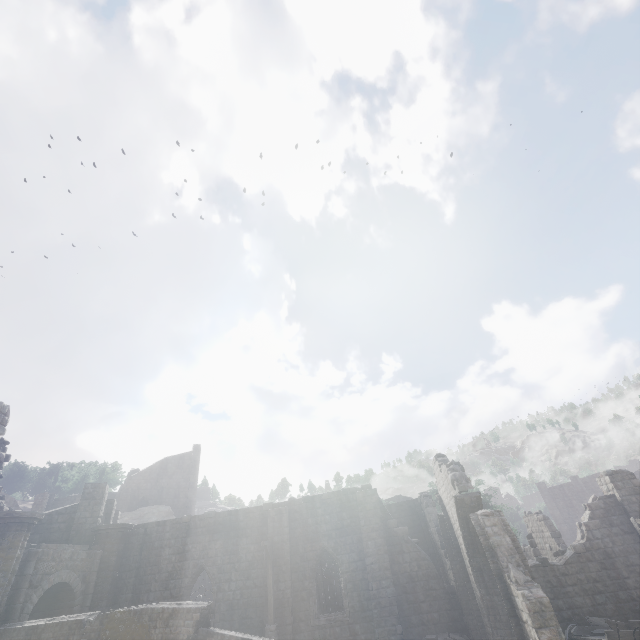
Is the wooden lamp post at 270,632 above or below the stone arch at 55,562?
below

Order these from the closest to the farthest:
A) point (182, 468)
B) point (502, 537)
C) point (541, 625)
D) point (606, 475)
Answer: point (541, 625) < point (502, 537) < point (606, 475) < point (182, 468)

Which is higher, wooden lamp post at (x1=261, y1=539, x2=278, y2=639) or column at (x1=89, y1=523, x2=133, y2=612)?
column at (x1=89, y1=523, x2=133, y2=612)

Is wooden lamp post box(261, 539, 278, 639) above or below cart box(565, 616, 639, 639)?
above

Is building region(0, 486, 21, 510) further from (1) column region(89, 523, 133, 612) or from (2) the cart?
(2) the cart

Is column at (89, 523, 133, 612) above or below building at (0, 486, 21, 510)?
below

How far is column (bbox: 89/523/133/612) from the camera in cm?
1822

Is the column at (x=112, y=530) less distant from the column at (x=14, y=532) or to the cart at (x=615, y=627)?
the column at (x=14, y=532)
